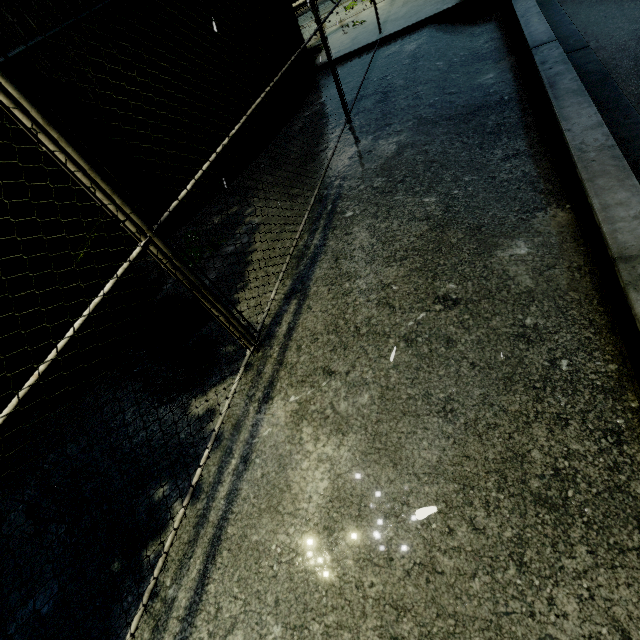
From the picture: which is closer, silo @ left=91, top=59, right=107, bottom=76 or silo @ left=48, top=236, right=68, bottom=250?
silo @ left=91, top=59, right=107, bottom=76

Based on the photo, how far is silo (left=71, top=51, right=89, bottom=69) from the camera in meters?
4.6 m

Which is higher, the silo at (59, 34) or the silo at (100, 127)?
the silo at (59, 34)

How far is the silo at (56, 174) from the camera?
4.92m

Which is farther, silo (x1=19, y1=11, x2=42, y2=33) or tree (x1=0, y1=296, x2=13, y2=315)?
silo (x1=19, y1=11, x2=42, y2=33)

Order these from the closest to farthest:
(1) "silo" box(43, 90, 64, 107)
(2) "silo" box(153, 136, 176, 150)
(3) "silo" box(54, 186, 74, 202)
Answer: (1) "silo" box(43, 90, 64, 107), (3) "silo" box(54, 186, 74, 202), (2) "silo" box(153, 136, 176, 150)

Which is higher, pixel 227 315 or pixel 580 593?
pixel 227 315
